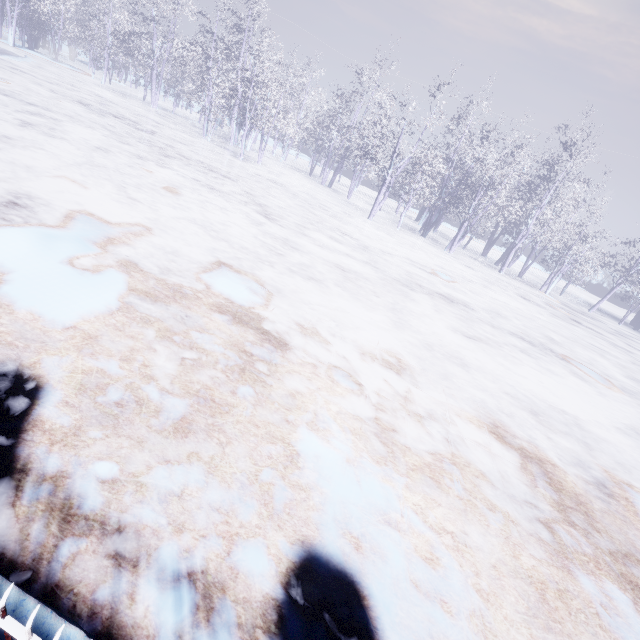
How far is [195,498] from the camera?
2.0 meters
